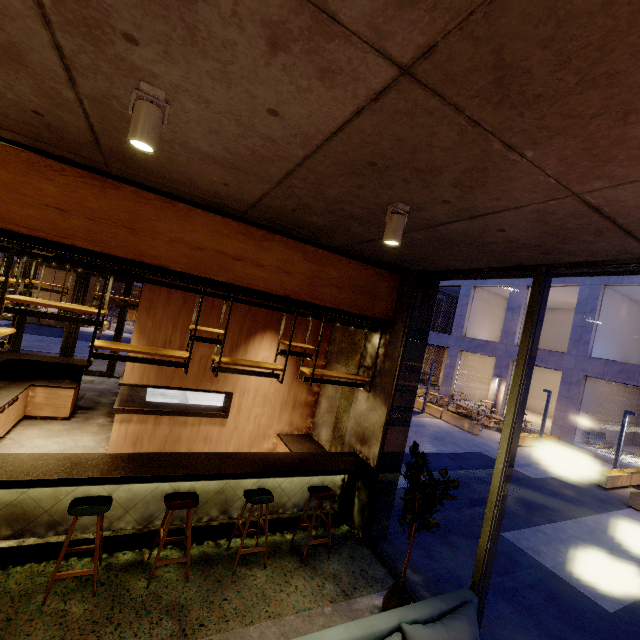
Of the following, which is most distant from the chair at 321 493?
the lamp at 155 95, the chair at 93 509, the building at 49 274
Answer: the building at 49 274

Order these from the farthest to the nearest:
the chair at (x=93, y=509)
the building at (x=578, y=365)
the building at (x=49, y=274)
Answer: the building at (x=49, y=274) < the building at (x=578, y=365) < the chair at (x=93, y=509)

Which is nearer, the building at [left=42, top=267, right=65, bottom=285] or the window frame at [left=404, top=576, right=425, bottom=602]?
the window frame at [left=404, top=576, right=425, bottom=602]

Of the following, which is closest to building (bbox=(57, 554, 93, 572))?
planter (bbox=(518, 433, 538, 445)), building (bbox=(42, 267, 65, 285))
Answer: planter (bbox=(518, 433, 538, 445))

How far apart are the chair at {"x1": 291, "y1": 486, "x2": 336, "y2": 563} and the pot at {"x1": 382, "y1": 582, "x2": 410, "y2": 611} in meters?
1.0 m

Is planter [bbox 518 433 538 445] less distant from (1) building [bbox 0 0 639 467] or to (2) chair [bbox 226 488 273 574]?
(1) building [bbox 0 0 639 467]

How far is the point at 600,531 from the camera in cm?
836

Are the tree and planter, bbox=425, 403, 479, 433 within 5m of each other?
no
